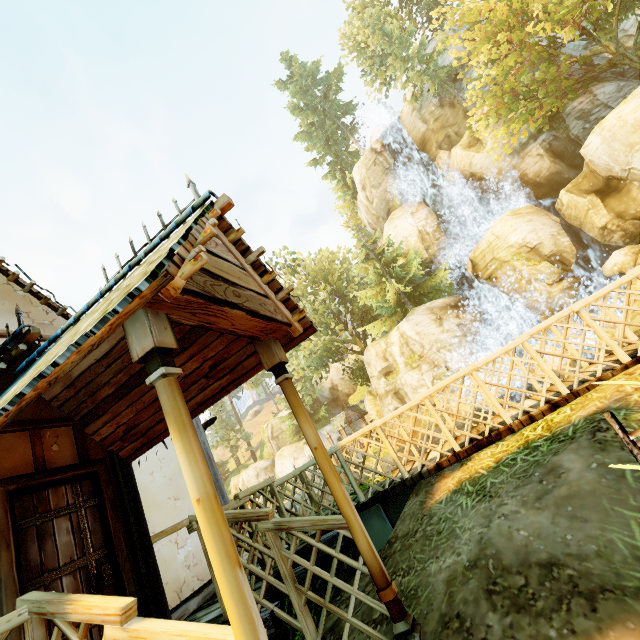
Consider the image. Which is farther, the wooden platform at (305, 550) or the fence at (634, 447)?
the wooden platform at (305, 550)

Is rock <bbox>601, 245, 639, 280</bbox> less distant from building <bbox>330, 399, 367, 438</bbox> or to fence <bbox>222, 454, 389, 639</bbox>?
fence <bbox>222, 454, 389, 639</bbox>

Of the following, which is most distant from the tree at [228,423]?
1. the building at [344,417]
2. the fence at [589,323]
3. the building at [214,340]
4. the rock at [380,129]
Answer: the building at [214,340]

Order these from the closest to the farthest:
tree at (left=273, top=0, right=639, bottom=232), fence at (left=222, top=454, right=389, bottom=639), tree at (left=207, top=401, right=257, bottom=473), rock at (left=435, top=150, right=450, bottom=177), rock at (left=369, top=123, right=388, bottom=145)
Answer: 1. fence at (left=222, top=454, right=389, bottom=639)
2. tree at (left=273, top=0, right=639, bottom=232)
3. rock at (left=435, top=150, right=450, bottom=177)
4. rock at (left=369, top=123, right=388, bottom=145)
5. tree at (left=207, top=401, right=257, bottom=473)

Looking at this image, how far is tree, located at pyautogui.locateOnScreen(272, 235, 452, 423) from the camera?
25.64m

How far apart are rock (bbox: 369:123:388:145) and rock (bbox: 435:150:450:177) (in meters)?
8.71

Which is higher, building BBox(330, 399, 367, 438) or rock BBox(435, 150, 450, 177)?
rock BBox(435, 150, 450, 177)

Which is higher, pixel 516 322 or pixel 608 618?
A: pixel 516 322
